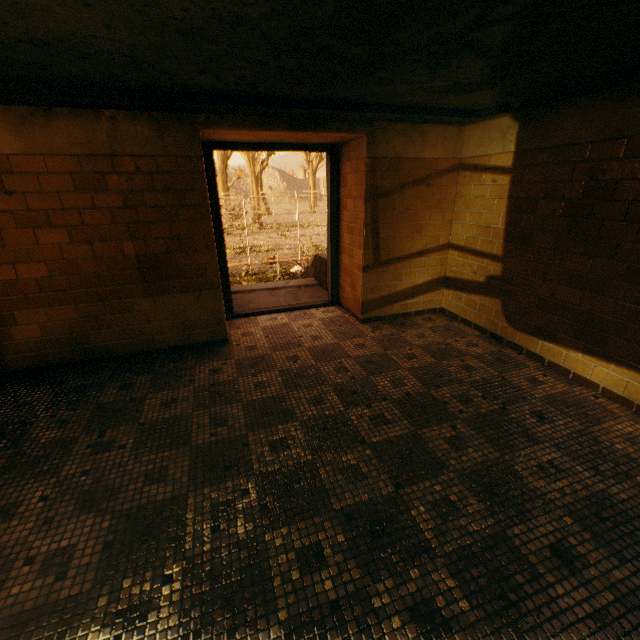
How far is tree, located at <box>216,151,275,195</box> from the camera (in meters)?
28.31

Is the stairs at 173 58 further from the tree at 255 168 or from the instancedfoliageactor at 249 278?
the instancedfoliageactor at 249 278

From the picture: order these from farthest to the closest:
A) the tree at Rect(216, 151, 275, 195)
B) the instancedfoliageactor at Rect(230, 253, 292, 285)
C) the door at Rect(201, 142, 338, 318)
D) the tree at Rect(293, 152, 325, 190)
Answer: the tree at Rect(293, 152, 325, 190)
the tree at Rect(216, 151, 275, 195)
the instancedfoliageactor at Rect(230, 253, 292, 285)
the door at Rect(201, 142, 338, 318)

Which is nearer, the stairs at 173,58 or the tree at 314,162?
the stairs at 173,58

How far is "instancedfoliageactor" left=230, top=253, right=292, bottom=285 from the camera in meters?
11.5

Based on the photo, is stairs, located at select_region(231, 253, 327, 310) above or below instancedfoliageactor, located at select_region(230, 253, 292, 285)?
above

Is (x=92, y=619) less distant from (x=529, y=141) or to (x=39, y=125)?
(x=39, y=125)
